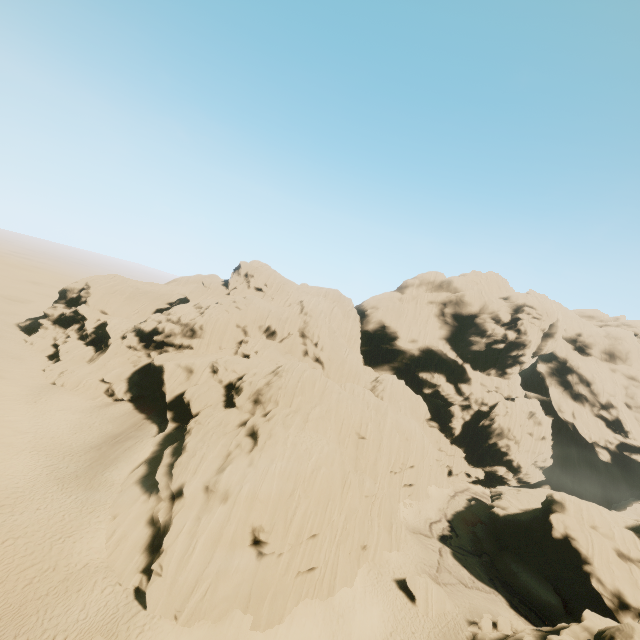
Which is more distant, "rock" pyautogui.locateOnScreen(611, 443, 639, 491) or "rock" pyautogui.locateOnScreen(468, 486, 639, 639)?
"rock" pyautogui.locateOnScreen(611, 443, 639, 491)

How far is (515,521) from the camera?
39.9 meters

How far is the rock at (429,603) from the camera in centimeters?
2909cm

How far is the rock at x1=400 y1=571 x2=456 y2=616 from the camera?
29.1 meters

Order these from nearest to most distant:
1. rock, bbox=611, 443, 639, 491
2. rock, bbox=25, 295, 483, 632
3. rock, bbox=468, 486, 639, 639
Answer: rock, bbox=25, 295, 483, 632
rock, bbox=468, 486, 639, 639
rock, bbox=611, 443, 639, 491
